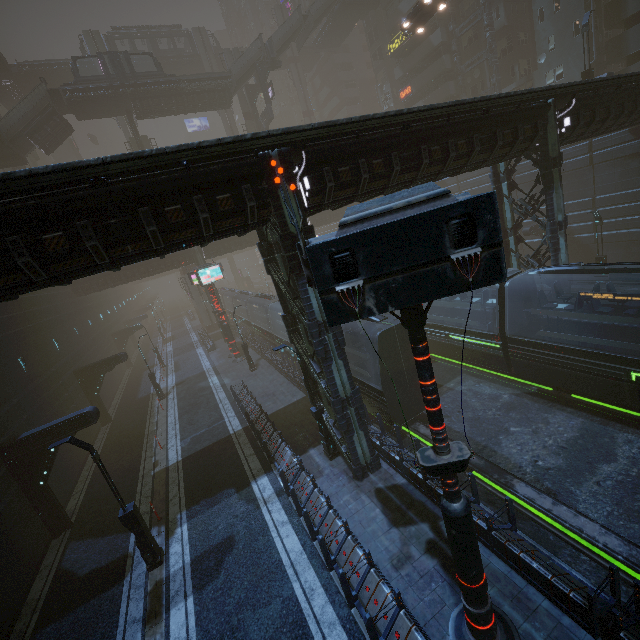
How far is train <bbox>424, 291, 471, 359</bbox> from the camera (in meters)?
18.06

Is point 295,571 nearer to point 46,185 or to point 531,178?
point 46,185

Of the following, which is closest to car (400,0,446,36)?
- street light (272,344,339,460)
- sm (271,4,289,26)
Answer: sm (271,4,289,26)

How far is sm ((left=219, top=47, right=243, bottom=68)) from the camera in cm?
4391

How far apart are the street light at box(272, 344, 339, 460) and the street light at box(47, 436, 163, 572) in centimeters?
662cm

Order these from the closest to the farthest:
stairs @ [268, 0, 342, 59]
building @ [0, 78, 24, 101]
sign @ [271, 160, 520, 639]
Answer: sign @ [271, 160, 520, 639] < stairs @ [268, 0, 342, 59] < building @ [0, 78, 24, 101]

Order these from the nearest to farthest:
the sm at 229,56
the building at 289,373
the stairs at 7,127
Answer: the building at 289,373
the stairs at 7,127
the sm at 229,56

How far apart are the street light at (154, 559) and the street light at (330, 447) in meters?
6.6
